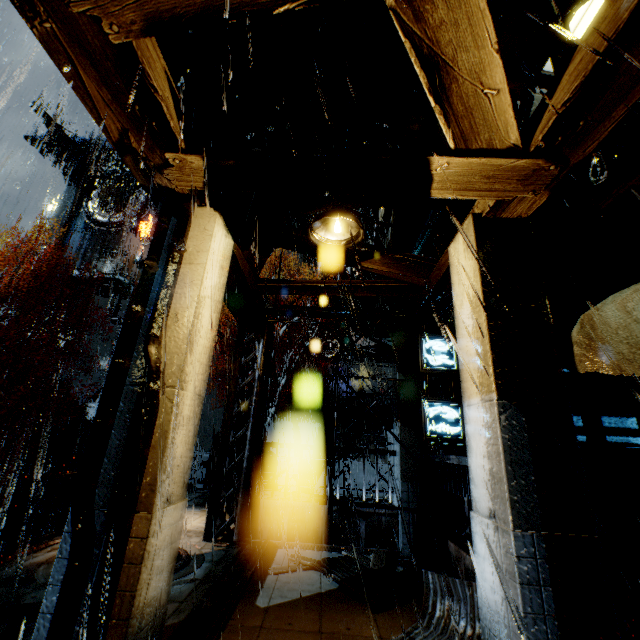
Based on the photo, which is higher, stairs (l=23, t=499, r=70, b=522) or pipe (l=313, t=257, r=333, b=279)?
pipe (l=313, t=257, r=333, b=279)

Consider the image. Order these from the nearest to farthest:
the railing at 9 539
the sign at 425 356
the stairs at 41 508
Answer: the railing at 9 539, the sign at 425 356, the stairs at 41 508

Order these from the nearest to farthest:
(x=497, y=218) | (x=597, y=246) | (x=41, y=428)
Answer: (x=497, y=218), (x=597, y=246), (x=41, y=428)

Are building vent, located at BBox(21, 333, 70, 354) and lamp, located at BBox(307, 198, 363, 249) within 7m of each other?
no

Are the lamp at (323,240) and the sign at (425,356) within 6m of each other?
yes

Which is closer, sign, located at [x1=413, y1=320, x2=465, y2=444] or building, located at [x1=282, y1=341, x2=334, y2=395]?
sign, located at [x1=413, y1=320, x2=465, y2=444]

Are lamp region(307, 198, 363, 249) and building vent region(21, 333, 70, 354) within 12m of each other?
no

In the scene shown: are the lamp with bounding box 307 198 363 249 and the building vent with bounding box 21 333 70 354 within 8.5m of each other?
no
